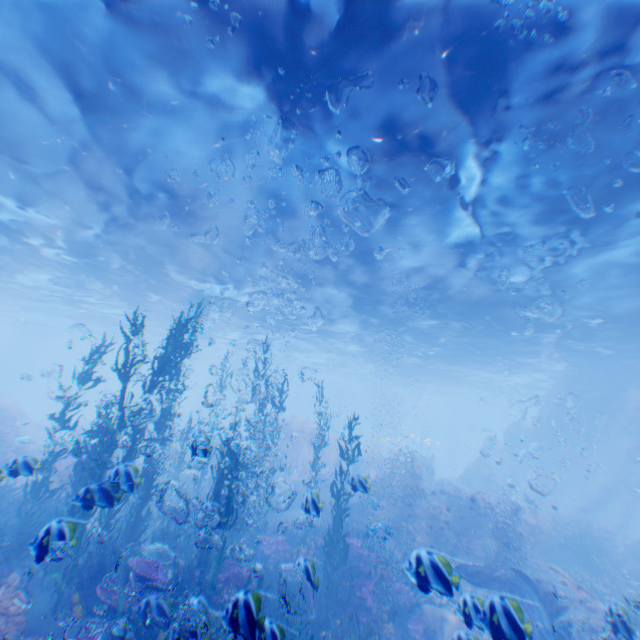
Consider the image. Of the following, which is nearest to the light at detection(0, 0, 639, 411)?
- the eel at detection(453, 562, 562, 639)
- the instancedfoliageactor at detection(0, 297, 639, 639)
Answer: the instancedfoliageactor at detection(0, 297, 639, 639)

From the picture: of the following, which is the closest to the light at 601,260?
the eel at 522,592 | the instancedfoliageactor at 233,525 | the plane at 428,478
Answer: the plane at 428,478

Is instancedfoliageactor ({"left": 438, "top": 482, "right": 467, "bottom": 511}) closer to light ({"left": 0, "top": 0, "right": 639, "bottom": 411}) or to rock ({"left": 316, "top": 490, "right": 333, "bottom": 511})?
rock ({"left": 316, "top": 490, "right": 333, "bottom": 511})

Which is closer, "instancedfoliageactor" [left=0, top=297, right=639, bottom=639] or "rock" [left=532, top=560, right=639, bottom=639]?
"instancedfoliageactor" [left=0, top=297, right=639, bottom=639]

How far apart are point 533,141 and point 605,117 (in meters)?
1.30

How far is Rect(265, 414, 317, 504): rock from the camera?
22.1m

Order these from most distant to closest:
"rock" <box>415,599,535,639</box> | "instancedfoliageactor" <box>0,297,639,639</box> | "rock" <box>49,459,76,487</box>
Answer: "rock" <box>49,459,76,487</box> → "instancedfoliageactor" <box>0,297,639,639</box> → "rock" <box>415,599,535,639</box>

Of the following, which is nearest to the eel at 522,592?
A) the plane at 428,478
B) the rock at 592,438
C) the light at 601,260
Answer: the rock at 592,438
